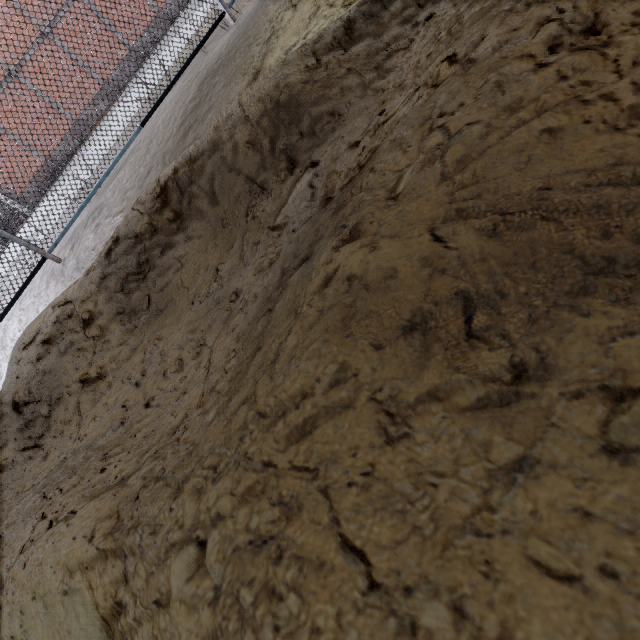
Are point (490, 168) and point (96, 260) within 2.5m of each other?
no
